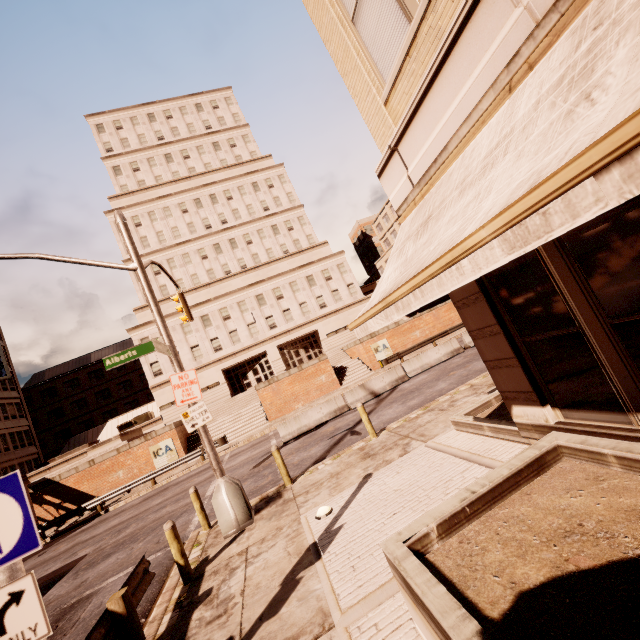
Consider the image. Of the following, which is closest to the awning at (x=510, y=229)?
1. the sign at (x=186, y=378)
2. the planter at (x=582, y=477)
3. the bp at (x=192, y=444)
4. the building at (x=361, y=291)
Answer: the planter at (x=582, y=477)

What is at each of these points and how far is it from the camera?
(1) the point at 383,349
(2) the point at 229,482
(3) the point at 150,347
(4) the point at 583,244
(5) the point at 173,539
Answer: (1) sign, 30.6m
(2) traffic light, 8.2m
(3) sign, 8.8m
(4) building, 3.1m
(5) bollard, 6.6m

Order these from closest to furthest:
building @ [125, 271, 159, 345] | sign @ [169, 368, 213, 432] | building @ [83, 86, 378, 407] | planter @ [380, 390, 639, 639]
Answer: planter @ [380, 390, 639, 639] → sign @ [169, 368, 213, 432] → building @ [125, 271, 159, 345] → building @ [83, 86, 378, 407]

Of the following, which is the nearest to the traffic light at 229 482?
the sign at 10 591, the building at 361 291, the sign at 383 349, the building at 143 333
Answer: the sign at 10 591

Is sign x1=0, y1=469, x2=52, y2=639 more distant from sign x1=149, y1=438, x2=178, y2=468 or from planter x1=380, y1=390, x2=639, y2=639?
sign x1=149, y1=438, x2=178, y2=468

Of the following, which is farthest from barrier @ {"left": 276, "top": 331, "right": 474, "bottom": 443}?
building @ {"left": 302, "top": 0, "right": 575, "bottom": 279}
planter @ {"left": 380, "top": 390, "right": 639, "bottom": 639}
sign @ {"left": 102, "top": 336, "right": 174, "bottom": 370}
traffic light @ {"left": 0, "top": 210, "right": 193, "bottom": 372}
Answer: planter @ {"left": 380, "top": 390, "right": 639, "bottom": 639}

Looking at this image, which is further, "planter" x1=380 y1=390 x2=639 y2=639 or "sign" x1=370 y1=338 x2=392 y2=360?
"sign" x1=370 y1=338 x2=392 y2=360

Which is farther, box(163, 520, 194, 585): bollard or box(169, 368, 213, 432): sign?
box(169, 368, 213, 432): sign
